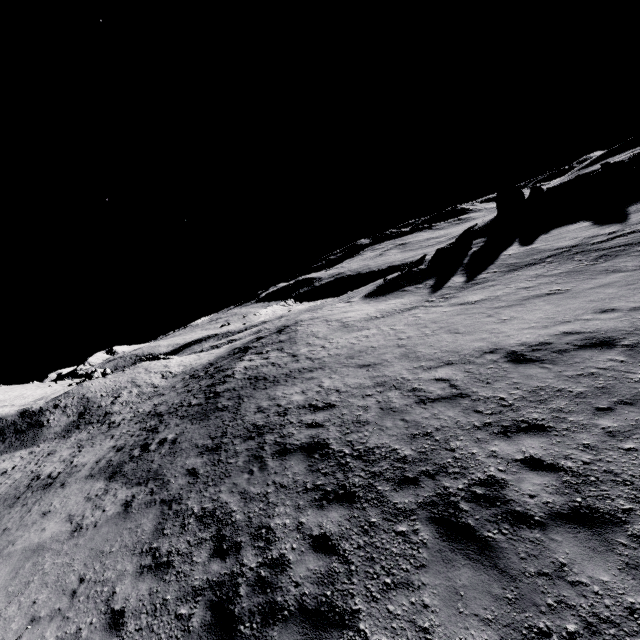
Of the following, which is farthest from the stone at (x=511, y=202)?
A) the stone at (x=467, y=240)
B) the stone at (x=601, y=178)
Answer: the stone at (x=467, y=240)

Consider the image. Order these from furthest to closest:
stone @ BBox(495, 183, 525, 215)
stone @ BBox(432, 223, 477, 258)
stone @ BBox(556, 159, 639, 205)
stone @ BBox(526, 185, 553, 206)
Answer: stone @ BBox(495, 183, 525, 215)
stone @ BBox(526, 185, 553, 206)
stone @ BBox(432, 223, 477, 258)
stone @ BBox(556, 159, 639, 205)

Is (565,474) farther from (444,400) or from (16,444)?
(16,444)

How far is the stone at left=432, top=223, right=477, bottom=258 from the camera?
32.3 meters

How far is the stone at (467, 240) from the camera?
32.3 meters

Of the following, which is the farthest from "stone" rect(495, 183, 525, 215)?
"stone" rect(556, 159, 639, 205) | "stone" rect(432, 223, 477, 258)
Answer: Result: "stone" rect(432, 223, 477, 258)

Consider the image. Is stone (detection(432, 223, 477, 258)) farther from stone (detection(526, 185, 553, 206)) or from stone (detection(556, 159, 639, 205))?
stone (detection(556, 159, 639, 205))
